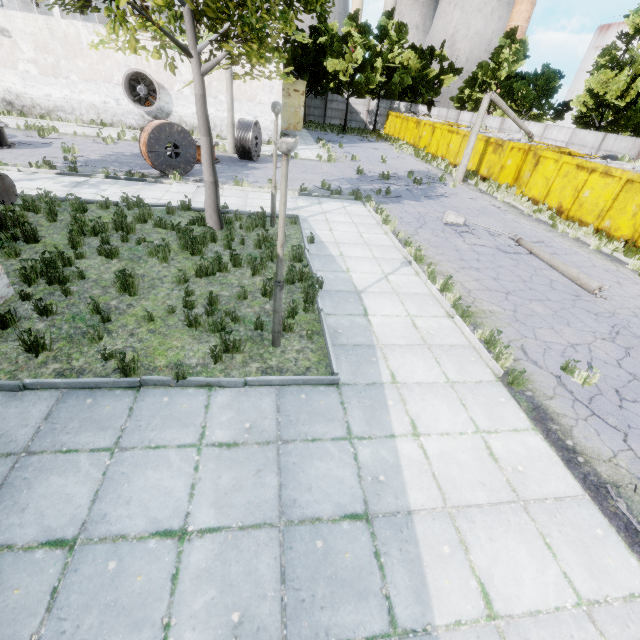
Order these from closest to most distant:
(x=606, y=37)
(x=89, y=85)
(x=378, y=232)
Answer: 1. (x=378, y=232)
2. (x=89, y=85)
3. (x=606, y=37)

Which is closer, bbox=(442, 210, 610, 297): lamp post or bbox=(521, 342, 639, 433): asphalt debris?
bbox=(521, 342, 639, 433): asphalt debris

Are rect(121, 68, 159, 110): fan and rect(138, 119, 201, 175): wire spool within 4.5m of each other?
no

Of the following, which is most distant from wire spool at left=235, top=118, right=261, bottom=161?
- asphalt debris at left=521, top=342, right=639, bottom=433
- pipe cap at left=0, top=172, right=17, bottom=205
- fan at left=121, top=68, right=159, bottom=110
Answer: asphalt debris at left=521, top=342, right=639, bottom=433

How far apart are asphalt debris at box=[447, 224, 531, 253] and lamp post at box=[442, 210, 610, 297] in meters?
0.0

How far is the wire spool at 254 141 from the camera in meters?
17.1

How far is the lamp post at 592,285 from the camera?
9.24m

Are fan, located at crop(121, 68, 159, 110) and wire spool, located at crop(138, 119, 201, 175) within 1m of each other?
no
